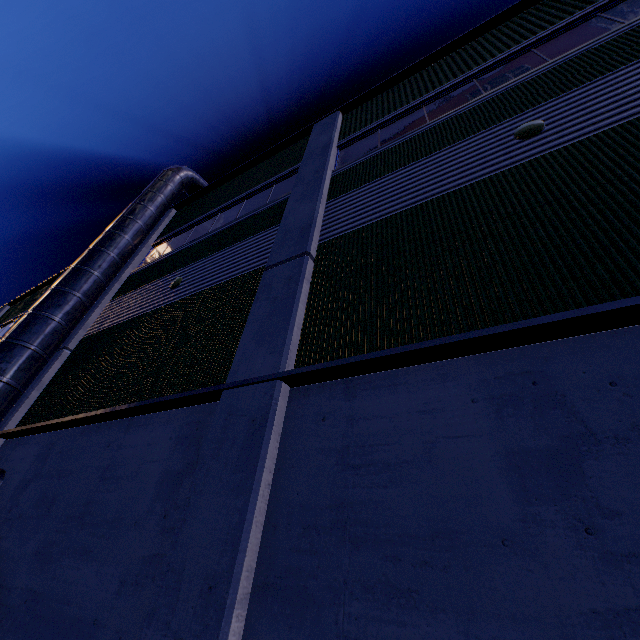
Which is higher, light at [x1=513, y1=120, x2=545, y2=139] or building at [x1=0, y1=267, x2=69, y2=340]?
building at [x1=0, y1=267, x2=69, y2=340]

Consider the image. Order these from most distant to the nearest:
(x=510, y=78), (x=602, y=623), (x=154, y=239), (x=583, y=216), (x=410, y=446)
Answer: (x=154, y=239) < (x=510, y=78) < (x=583, y=216) < (x=410, y=446) < (x=602, y=623)

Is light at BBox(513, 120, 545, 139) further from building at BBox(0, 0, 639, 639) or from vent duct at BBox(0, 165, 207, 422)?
vent duct at BBox(0, 165, 207, 422)

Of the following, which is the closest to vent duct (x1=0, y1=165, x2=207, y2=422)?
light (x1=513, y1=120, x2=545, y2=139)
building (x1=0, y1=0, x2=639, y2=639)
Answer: building (x1=0, y1=0, x2=639, y2=639)

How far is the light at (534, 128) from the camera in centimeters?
475cm

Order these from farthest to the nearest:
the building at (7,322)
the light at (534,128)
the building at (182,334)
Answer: the building at (7,322) → the light at (534,128) → the building at (182,334)
